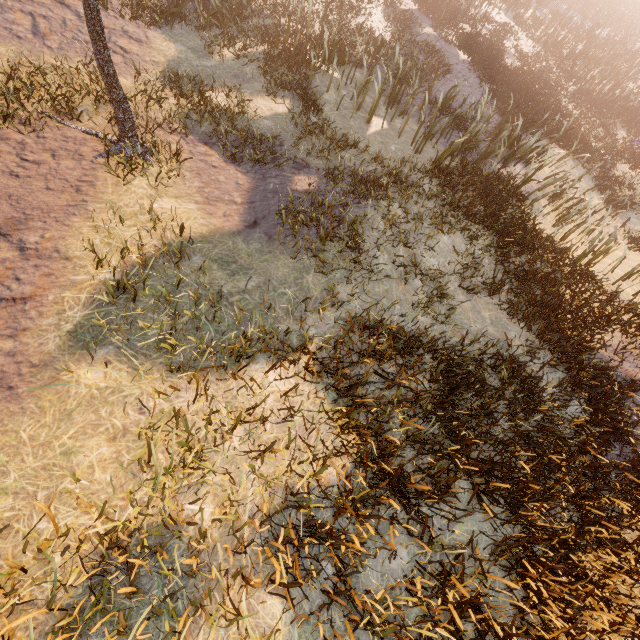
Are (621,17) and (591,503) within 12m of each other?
no

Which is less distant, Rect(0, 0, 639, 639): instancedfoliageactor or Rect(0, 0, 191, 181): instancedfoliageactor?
Rect(0, 0, 639, 639): instancedfoliageactor

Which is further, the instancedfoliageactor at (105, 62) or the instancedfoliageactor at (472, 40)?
the instancedfoliageactor at (105, 62)
